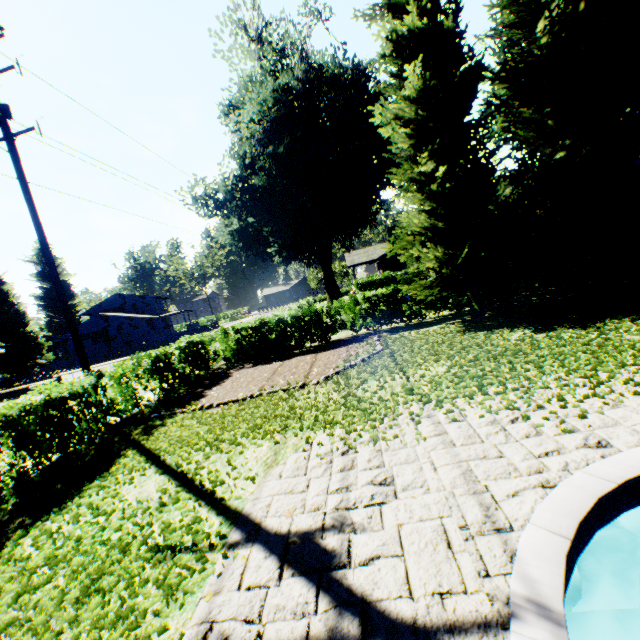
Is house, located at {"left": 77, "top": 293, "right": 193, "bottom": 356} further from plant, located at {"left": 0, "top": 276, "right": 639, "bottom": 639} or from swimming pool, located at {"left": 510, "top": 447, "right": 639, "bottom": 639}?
swimming pool, located at {"left": 510, "top": 447, "right": 639, "bottom": 639}

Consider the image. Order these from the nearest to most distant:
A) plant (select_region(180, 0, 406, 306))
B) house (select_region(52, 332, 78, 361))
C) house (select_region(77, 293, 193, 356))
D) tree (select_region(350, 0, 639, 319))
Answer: tree (select_region(350, 0, 639, 319))
plant (select_region(180, 0, 406, 306))
house (select_region(52, 332, 78, 361))
house (select_region(77, 293, 193, 356))

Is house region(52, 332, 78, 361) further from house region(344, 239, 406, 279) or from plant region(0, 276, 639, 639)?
house region(344, 239, 406, 279)

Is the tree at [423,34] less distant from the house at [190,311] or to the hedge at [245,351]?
the hedge at [245,351]

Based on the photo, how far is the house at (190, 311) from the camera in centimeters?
4562cm

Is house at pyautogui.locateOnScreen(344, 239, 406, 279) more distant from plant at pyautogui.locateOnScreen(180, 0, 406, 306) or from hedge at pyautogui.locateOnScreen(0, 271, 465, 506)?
hedge at pyautogui.locateOnScreen(0, 271, 465, 506)

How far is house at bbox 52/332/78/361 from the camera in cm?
4425

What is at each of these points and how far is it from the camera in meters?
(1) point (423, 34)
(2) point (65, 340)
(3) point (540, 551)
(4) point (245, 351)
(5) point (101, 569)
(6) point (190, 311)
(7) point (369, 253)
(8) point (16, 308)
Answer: (1) tree, 9.7 m
(2) house, 44.8 m
(3) swimming pool, 2.6 m
(4) hedge, 15.8 m
(5) plant, 3.7 m
(6) house, 59.9 m
(7) house, 48.4 m
(8) plant, 42.0 m
